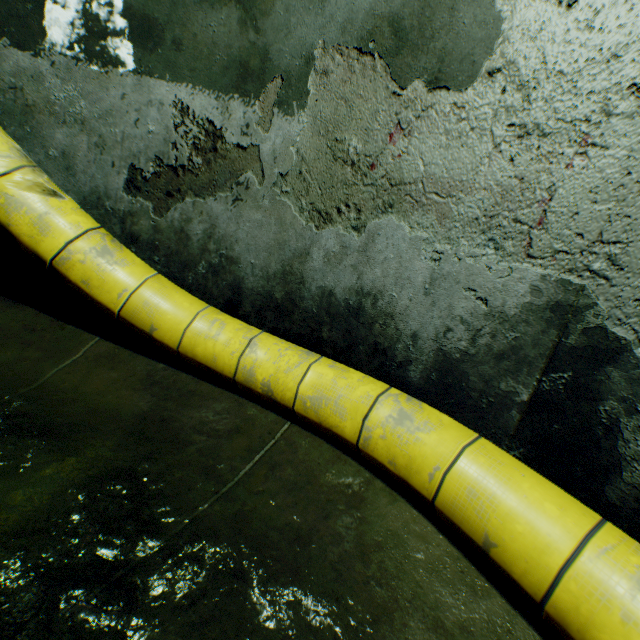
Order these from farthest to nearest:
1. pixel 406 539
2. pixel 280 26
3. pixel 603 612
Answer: pixel 280 26, pixel 406 539, pixel 603 612

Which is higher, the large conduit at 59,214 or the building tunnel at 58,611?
the large conduit at 59,214

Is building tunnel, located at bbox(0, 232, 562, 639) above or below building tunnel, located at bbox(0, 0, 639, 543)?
below

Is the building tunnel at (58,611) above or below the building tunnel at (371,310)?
below

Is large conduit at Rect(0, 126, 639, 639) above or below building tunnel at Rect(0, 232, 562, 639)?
above
